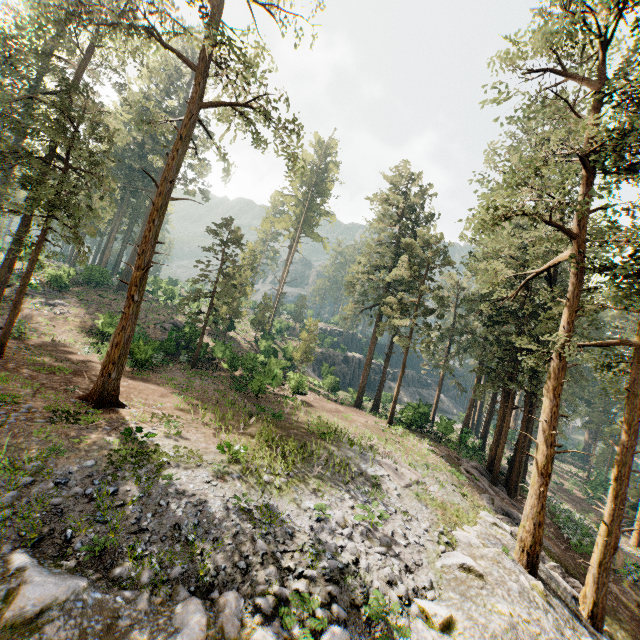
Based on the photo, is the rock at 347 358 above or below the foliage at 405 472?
above

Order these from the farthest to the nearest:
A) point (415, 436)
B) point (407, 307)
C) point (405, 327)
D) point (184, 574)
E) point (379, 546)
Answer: point (405, 327), point (407, 307), point (415, 436), point (379, 546), point (184, 574)

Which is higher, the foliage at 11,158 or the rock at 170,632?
the foliage at 11,158

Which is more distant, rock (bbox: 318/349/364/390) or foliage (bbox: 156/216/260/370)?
rock (bbox: 318/349/364/390)

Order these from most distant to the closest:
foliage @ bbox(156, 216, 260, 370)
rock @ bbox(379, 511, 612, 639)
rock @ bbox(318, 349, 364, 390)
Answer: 1. rock @ bbox(318, 349, 364, 390)
2. foliage @ bbox(156, 216, 260, 370)
3. rock @ bbox(379, 511, 612, 639)

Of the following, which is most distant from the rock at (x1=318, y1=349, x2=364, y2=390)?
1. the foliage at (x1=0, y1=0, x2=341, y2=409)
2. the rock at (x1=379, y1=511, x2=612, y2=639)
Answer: the rock at (x1=379, y1=511, x2=612, y2=639)

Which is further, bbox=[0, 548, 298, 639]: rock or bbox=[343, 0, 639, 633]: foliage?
bbox=[343, 0, 639, 633]: foliage
